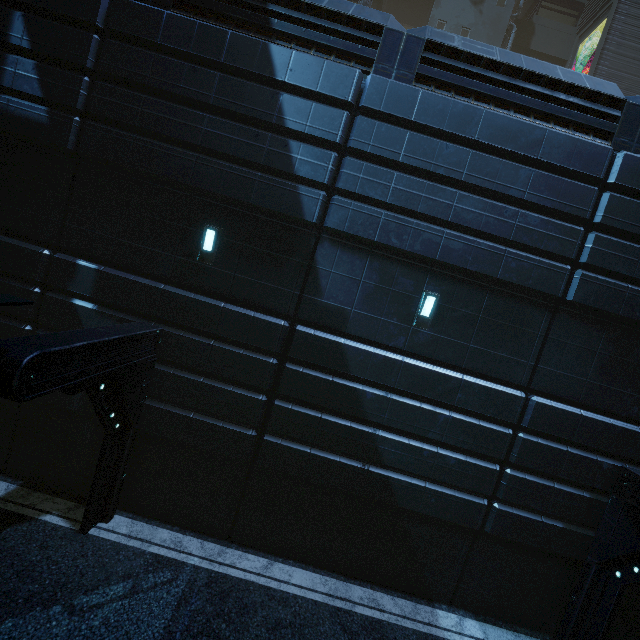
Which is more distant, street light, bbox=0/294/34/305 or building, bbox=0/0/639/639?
building, bbox=0/0/639/639

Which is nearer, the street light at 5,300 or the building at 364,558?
the street light at 5,300

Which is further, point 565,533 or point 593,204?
point 565,533
